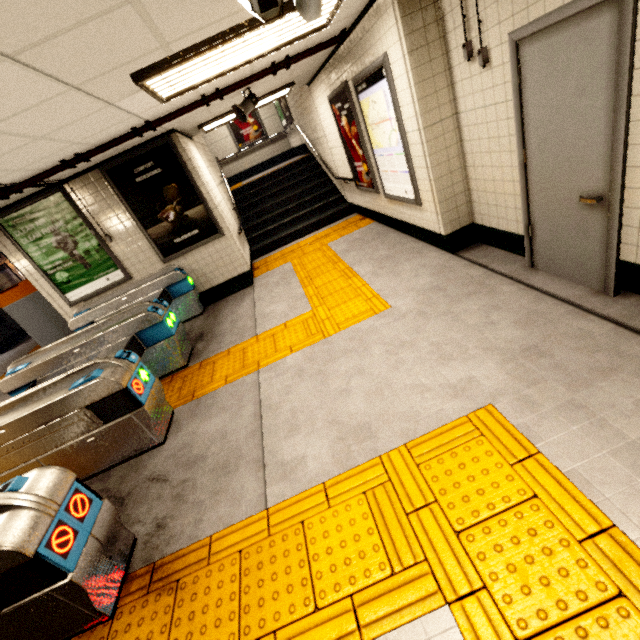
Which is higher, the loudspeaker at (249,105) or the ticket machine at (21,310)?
the loudspeaker at (249,105)

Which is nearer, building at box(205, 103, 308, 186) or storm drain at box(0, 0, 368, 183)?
storm drain at box(0, 0, 368, 183)

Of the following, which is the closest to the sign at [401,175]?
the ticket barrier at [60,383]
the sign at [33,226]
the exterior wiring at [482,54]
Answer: the exterior wiring at [482,54]

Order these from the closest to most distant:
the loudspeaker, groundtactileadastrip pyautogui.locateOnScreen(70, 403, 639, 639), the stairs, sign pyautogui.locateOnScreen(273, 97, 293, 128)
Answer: groundtactileadastrip pyautogui.locateOnScreen(70, 403, 639, 639) < the loudspeaker < the stairs < sign pyautogui.locateOnScreen(273, 97, 293, 128)

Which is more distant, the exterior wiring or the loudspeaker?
the loudspeaker

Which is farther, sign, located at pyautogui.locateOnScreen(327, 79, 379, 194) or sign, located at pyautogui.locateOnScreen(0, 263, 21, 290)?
sign, located at pyautogui.locateOnScreen(0, 263, 21, 290)

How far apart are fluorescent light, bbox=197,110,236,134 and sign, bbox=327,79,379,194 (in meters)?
0.64

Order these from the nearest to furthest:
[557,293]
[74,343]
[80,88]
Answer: [80,88] < [557,293] < [74,343]
